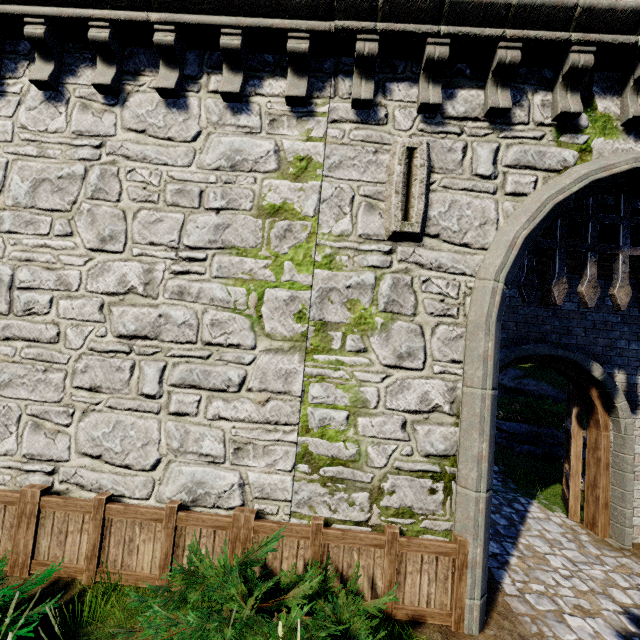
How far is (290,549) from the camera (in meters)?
4.34

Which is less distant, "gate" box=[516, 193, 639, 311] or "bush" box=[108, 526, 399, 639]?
"bush" box=[108, 526, 399, 639]

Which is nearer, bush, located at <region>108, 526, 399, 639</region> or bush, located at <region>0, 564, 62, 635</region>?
bush, located at <region>108, 526, 399, 639</region>

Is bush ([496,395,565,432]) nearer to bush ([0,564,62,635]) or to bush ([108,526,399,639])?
bush ([108,526,399,639])

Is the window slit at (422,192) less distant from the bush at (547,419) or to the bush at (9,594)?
the bush at (9,594)

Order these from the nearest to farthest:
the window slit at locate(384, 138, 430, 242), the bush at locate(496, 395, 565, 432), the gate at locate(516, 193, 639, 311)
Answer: the window slit at locate(384, 138, 430, 242) → the gate at locate(516, 193, 639, 311) → the bush at locate(496, 395, 565, 432)

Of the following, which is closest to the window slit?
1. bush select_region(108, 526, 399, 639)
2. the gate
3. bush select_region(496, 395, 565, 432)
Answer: the gate

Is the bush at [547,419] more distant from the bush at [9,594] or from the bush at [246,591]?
the bush at [9,594]
